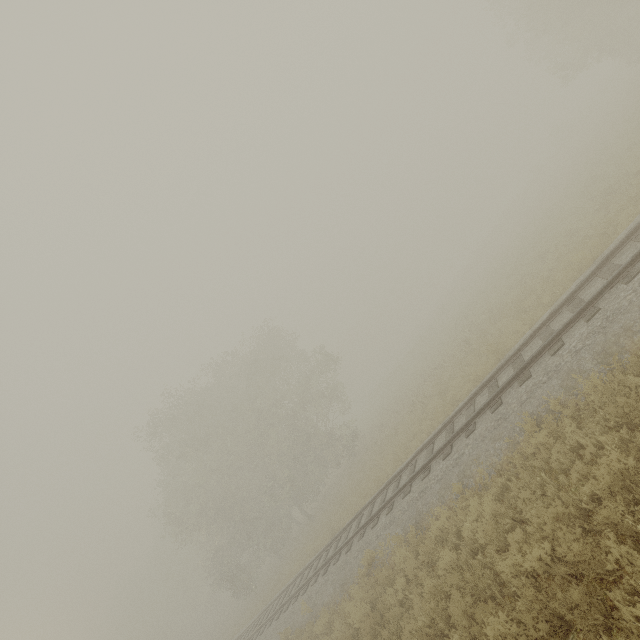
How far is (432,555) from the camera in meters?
8.5
